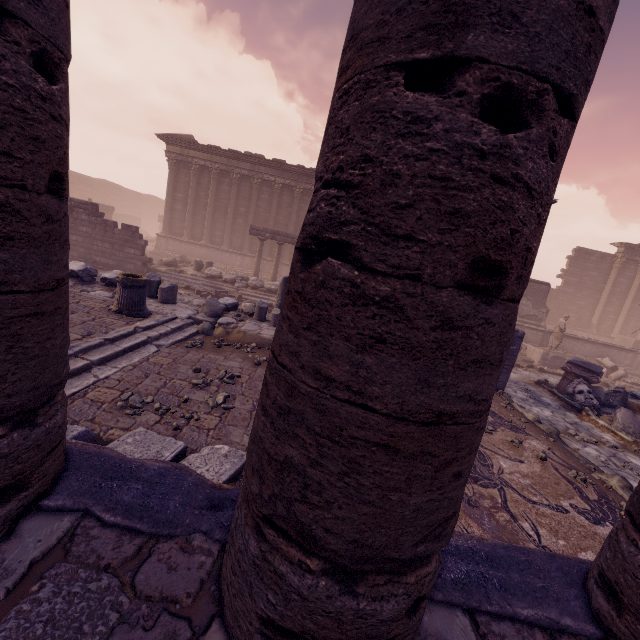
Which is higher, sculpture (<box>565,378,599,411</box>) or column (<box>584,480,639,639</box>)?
column (<box>584,480,639,639</box>)

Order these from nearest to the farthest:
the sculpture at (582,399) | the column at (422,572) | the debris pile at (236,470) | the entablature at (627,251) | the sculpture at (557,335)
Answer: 1. the column at (422,572)
2. the debris pile at (236,470)
3. the sculpture at (582,399)
4. the sculpture at (557,335)
5. the entablature at (627,251)

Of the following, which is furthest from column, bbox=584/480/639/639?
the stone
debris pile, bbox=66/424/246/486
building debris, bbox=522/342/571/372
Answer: building debris, bbox=522/342/571/372

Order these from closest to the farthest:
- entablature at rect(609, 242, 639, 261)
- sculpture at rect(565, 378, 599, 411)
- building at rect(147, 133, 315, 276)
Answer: sculpture at rect(565, 378, 599, 411)
building at rect(147, 133, 315, 276)
entablature at rect(609, 242, 639, 261)

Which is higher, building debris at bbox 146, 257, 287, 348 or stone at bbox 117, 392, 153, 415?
building debris at bbox 146, 257, 287, 348

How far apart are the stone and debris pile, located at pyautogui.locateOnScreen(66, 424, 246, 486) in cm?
49

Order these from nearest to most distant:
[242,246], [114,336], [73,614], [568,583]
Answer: [73,614]
[568,583]
[114,336]
[242,246]

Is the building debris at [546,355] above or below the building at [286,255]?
below
